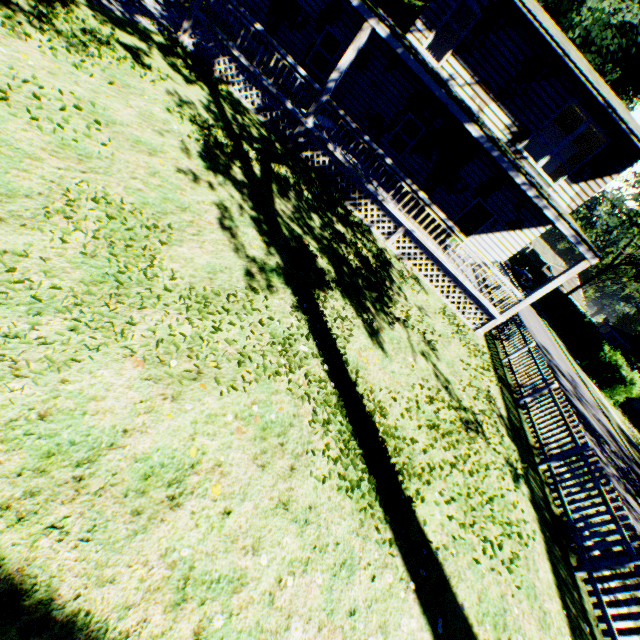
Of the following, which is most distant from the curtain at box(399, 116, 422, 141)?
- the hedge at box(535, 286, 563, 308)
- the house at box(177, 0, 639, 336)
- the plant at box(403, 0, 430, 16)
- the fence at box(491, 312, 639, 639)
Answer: the hedge at box(535, 286, 563, 308)

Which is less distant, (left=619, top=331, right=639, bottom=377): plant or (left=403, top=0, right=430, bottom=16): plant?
(left=403, top=0, right=430, bottom=16): plant

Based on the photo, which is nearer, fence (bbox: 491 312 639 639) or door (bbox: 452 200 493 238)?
fence (bbox: 491 312 639 639)

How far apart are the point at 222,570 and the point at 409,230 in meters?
11.3

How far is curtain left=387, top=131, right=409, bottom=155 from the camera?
14.9 meters

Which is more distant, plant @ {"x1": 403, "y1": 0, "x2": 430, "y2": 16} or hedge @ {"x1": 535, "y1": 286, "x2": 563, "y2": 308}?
hedge @ {"x1": 535, "y1": 286, "x2": 563, "y2": 308}

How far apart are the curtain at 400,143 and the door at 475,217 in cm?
372

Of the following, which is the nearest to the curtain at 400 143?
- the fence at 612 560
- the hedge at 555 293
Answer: the fence at 612 560
